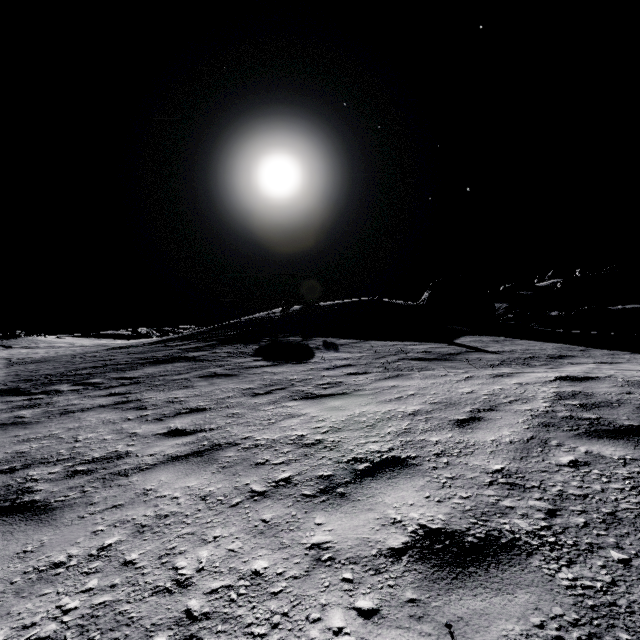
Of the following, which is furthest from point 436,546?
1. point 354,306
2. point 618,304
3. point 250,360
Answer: point 618,304

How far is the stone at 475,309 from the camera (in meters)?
21.05

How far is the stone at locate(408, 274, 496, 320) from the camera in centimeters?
2105cm
